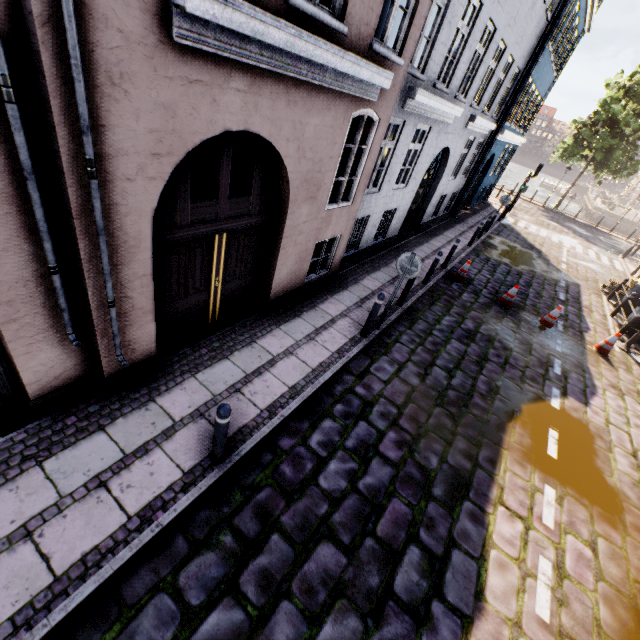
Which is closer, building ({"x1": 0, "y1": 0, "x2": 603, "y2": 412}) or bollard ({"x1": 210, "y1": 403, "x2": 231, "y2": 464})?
building ({"x1": 0, "y1": 0, "x2": 603, "y2": 412})

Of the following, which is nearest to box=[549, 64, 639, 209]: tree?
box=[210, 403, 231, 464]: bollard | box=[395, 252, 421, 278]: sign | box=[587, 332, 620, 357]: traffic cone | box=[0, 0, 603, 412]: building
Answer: box=[0, 0, 603, 412]: building

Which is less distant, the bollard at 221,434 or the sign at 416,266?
the bollard at 221,434

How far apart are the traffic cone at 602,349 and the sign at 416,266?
7.5m

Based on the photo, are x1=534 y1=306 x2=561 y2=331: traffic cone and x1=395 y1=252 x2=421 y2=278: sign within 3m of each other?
no

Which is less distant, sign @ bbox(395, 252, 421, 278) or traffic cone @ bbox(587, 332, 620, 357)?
sign @ bbox(395, 252, 421, 278)

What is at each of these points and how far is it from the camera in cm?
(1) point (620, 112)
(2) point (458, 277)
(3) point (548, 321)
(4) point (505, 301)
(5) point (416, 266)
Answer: (1) tree, 2475
(2) traffic cone, 1112
(3) traffic cone, 1004
(4) traffic cone, 1052
(5) sign, 636

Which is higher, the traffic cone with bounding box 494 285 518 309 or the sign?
the sign
